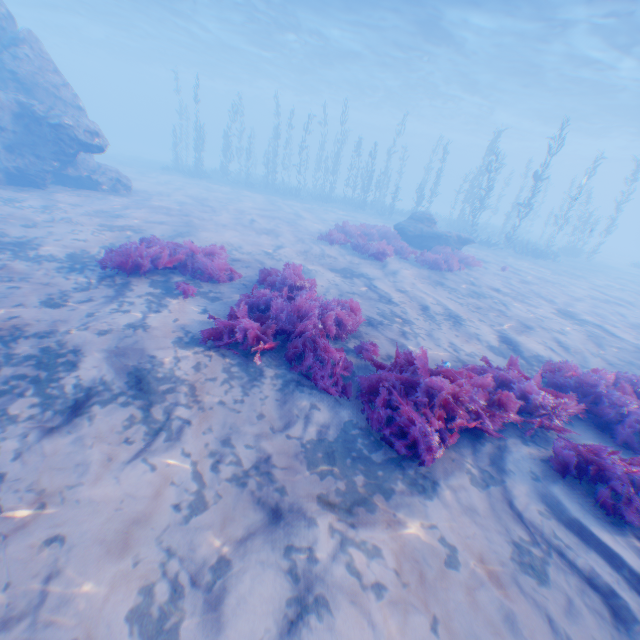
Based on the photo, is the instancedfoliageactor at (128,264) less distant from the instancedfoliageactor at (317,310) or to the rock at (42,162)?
the instancedfoliageactor at (317,310)

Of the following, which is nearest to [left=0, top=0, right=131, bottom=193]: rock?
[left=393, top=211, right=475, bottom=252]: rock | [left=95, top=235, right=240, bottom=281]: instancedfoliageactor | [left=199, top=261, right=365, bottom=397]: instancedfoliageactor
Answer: [left=199, top=261, right=365, bottom=397]: instancedfoliageactor

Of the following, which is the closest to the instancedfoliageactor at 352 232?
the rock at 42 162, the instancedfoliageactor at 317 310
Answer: the instancedfoliageactor at 317 310

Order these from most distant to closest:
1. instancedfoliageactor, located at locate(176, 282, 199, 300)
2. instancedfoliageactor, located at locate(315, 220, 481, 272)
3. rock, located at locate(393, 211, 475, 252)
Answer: rock, located at locate(393, 211, 475, 252)
instancedfoliageactor, located at locate(315, 220, 481, 272)
instancedfoliageactor, located at locate(176, 282, 199, 300)

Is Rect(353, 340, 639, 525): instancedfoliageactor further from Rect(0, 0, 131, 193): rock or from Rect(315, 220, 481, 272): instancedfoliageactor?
Rect(315, 220, 481, 272): instancedfoliageactor

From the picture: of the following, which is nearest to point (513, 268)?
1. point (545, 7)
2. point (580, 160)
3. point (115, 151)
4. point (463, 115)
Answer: point (545, 7)

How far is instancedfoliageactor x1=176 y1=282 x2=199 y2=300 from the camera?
6.6 meters
